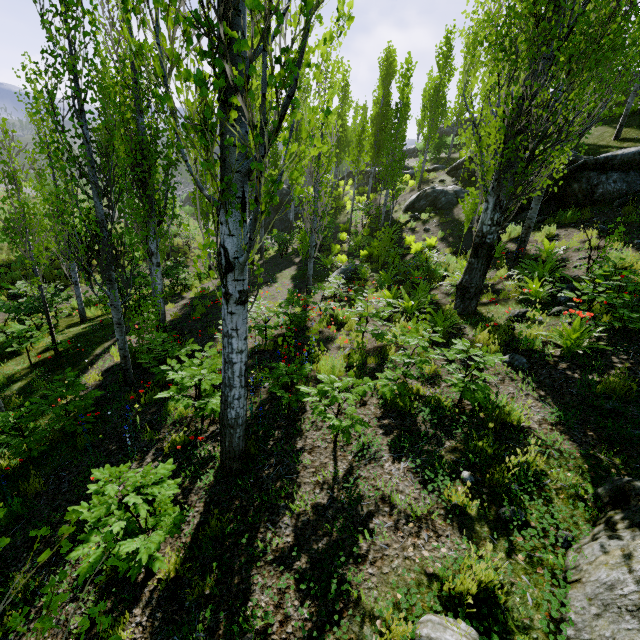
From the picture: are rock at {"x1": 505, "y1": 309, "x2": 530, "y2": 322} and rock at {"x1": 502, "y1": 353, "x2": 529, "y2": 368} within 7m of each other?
yes

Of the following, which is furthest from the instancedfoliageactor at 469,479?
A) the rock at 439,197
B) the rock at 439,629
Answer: the rock at 439,197

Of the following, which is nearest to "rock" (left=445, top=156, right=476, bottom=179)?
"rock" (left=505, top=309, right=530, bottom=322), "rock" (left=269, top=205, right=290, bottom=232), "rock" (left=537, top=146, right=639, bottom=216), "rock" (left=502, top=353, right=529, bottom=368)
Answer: "rock" (left=537, top=146, right=639, bottom=216)

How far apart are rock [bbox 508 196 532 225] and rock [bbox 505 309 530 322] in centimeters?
765cm

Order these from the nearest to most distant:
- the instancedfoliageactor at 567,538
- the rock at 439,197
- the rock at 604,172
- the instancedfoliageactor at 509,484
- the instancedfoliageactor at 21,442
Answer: the instancedfoliageactor at 567,538 → the instancedfoliageactor at 509,484 → the instancedfoliageactor at 21,442 → the rock at 604,172 → the rock at 439,197

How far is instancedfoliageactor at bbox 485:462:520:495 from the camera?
3.30m

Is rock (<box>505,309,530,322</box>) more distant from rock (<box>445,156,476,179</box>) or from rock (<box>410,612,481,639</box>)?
rock (<box>445,156,476,179</box>)

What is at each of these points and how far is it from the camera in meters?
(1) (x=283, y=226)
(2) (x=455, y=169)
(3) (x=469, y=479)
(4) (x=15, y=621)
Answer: (1) rock, 27.2 m
(2) rock, 20.7 m
(3) instancedfoliageactor, 3.5 m
(4) instancedfoliageactor, 1.5 m
